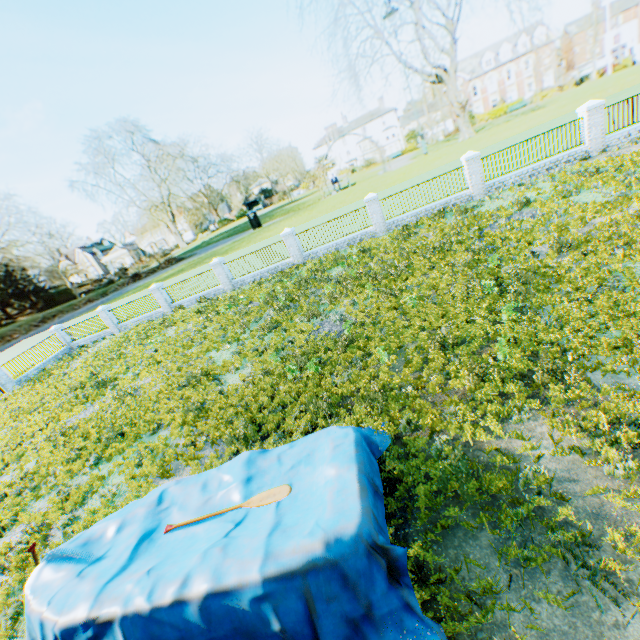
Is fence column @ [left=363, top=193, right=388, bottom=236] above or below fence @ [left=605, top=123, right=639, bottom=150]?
above

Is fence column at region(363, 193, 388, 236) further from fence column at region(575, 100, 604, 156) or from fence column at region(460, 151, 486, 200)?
fence column at region(575, 100, 604, 156)

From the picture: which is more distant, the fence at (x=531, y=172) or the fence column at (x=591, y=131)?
the fence at (x=531, y=172)

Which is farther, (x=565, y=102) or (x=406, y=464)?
(x=565, y=102)

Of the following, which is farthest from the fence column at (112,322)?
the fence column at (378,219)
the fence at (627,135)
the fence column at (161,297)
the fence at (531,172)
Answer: the fence at (627,135)

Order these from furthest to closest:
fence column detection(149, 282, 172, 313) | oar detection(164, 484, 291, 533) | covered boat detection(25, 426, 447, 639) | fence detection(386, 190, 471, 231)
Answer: fence column detection(149, 282, 172, 313) < fence detection(386, 190, 471, 231) < oar detection(164, 484, 291, 533) < covered boat detection(25, 426, 447, 639)

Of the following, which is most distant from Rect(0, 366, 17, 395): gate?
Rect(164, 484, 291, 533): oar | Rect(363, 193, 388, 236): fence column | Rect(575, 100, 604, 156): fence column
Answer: Rect(575, 100, 604, 156): fence column

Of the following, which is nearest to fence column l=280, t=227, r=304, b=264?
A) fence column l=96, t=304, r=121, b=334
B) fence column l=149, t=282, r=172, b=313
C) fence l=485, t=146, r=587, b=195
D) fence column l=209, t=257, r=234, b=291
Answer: fence column l=209, t=257, r=234, b=291
